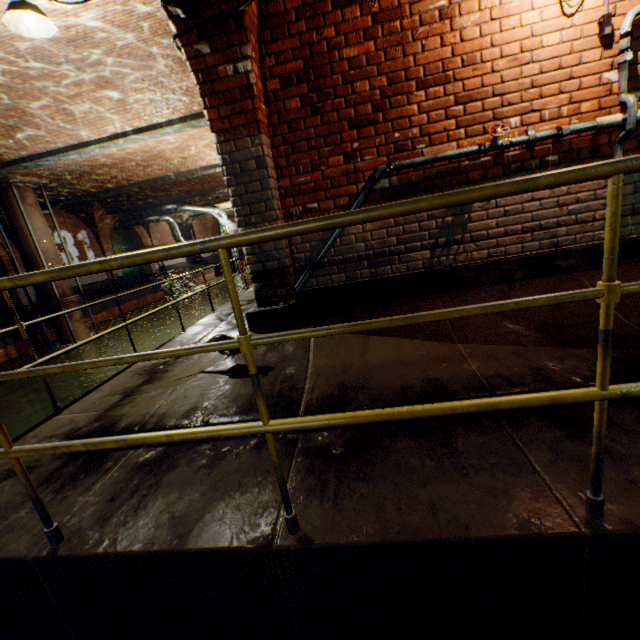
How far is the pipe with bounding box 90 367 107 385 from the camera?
12.8m

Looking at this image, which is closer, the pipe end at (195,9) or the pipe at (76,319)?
the pipe end at (195,9)

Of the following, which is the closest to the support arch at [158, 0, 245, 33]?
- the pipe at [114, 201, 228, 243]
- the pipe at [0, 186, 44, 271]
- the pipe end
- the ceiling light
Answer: the pipe end

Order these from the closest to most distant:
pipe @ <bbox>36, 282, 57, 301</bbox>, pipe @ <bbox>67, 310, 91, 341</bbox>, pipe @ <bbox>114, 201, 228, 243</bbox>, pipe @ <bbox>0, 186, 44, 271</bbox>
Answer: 1. pipe @ <bbox>0, 186, 44, 271</bbox>
2. pipe @ <bbox>36, 282, 57, 301</bbox>
3. pipe @ <bbox>67, 310, 91, 341</bbox>
4. pipe @ <bbox>114, 201, 228, 243</bbox>

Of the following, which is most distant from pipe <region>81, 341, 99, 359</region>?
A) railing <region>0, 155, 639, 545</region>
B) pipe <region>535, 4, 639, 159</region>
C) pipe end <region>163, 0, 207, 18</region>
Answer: pipe <region>535, 4, 639, 159</region>

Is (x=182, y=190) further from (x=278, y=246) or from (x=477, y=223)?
(x=477, y=223)

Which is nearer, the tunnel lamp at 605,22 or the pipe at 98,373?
the tunnel lamp at 605,22

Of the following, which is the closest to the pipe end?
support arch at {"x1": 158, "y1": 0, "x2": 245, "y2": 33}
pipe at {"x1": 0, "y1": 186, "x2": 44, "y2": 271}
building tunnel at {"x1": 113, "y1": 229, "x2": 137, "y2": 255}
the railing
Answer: support arch at {"x1": 158, "y1": 0, "x2": 245, "y2": 33}
